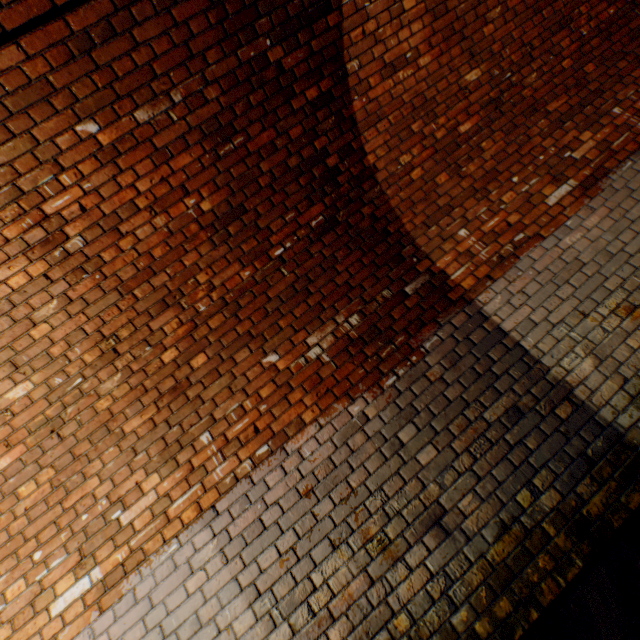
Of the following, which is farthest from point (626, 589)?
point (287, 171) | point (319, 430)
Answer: point (287, 171)
